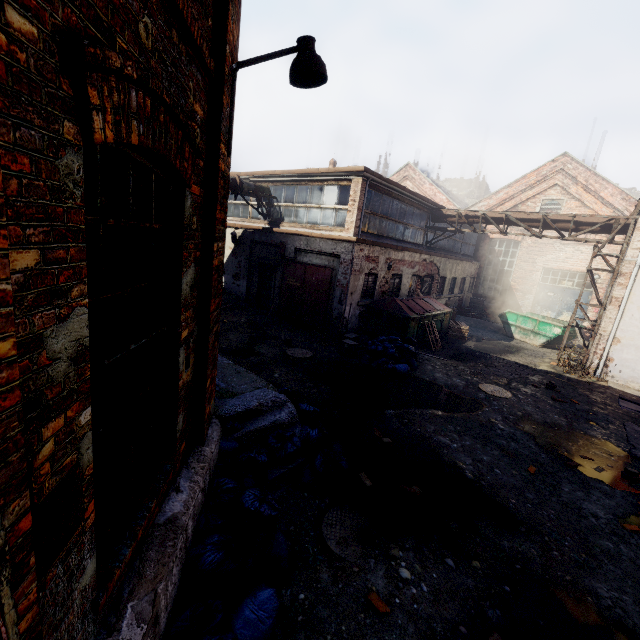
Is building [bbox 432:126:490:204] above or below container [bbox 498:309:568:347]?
above

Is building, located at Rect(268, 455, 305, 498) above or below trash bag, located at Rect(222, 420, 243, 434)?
below

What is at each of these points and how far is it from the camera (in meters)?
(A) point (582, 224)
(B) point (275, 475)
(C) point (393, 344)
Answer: (A) pipe, 12.72
(B) building, 4.62
(C) trash bag, 10.71

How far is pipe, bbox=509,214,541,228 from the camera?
13.7m

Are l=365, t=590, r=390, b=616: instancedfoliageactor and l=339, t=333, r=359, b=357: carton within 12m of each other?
yes

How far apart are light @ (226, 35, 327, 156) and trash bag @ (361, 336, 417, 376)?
7.4m

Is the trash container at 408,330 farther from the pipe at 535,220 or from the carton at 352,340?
the pipe at 535,220

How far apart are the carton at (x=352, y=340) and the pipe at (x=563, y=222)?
9.3 meters
